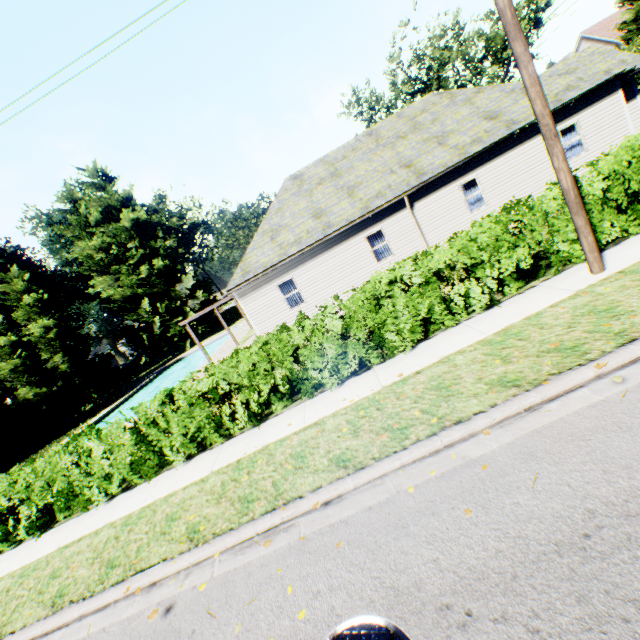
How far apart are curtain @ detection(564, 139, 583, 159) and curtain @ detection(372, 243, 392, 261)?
9.01m

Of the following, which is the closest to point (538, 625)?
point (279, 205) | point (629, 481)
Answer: point (629, 481)

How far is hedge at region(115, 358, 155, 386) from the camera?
43.4m

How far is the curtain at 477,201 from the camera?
15.7 meters

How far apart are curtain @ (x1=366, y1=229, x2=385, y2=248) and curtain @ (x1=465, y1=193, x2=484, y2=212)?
4.0m

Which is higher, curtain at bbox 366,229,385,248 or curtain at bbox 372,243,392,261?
curtain at bbox 366,229,385,248

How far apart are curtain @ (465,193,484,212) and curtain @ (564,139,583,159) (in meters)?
3.98

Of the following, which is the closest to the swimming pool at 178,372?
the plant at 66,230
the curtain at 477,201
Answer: the plant at 66,230
